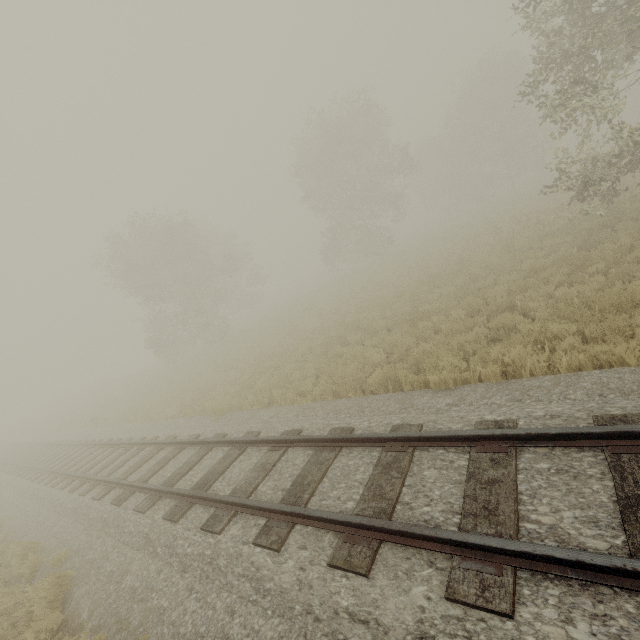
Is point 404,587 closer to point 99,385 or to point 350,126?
point 350,126
